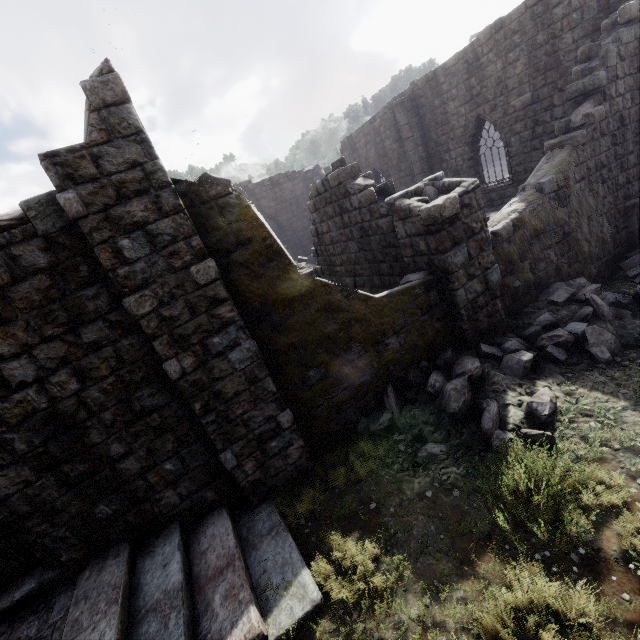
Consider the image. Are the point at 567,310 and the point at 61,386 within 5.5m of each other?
no

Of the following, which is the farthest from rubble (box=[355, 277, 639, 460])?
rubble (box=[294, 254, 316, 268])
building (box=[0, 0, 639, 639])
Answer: rubble (box=[294, 254, 316, 268])

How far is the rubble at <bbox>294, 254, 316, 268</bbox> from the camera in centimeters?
1824cm

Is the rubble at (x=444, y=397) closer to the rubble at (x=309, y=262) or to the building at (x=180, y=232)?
the building at (x=180, y=232)

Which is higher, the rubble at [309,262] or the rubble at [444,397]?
the rubble at [309,262]

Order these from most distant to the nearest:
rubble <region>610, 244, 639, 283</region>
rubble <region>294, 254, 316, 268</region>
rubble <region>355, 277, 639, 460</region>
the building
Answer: rubble <region>294, 254, 316, 268</region> < rubble <region>610, 244, 639, 283</region> < rubble <region>355, 277, 639, 460</region> < the building
